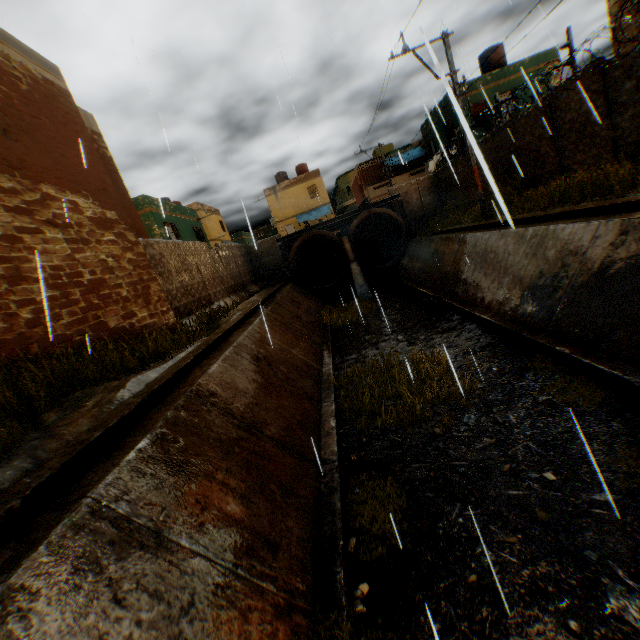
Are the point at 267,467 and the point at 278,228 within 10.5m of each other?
no

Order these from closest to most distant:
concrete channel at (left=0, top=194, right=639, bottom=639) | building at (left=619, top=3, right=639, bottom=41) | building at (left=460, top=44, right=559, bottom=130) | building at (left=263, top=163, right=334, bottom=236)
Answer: concrete channel at (left=0, top=194, right=639, bottom=639) → building at (left=619, top=3, right=639, bottom=41) → building at (left=460, top=44, right=559, bottom=130) → building at (left=263, top=163, right=334, bottom=236)

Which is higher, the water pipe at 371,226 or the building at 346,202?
the building at 346,202

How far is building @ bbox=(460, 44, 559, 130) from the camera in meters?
20.7 m

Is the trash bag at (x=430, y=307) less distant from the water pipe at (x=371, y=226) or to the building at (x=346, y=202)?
the water pipe at (x=371, y=226)

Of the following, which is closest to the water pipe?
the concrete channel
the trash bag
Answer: the concrete channel

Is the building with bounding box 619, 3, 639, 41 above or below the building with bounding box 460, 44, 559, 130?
below
